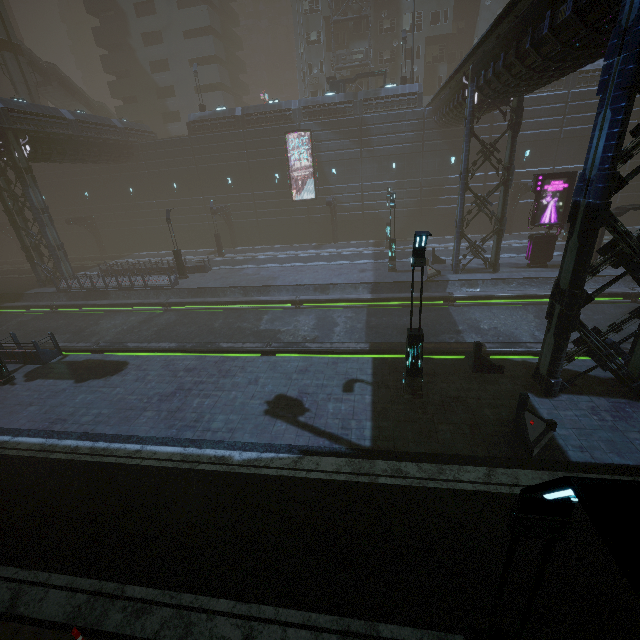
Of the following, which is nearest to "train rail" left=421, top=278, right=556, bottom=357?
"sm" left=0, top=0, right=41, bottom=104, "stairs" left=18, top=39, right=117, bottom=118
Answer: "sm" left=0, top=0, right=41, bottom=104

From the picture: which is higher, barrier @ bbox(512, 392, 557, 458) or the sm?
the sm

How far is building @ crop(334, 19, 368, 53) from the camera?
37.88m

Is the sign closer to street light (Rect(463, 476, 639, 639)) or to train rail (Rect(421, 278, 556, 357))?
train rail (Rect(421, 278, 556, 357))

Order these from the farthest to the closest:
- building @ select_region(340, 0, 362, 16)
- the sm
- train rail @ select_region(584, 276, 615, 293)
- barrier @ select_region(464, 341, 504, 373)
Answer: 1. building @ select_region(340, 0, 362, 16)
2. the sm
3. train rail @ select_region(584, 276, 615, 293)
4. barrier @ select_region(464, 341, 504, 373)

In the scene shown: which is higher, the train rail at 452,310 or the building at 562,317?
the building at 562,317

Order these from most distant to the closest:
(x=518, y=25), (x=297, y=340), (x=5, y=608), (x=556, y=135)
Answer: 1. (x=556, y=135)
2. (x=297, y=340)
3. (x=518, y=25)
4. (x=5, y=608)

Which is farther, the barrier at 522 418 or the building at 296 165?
the building at 296 165
